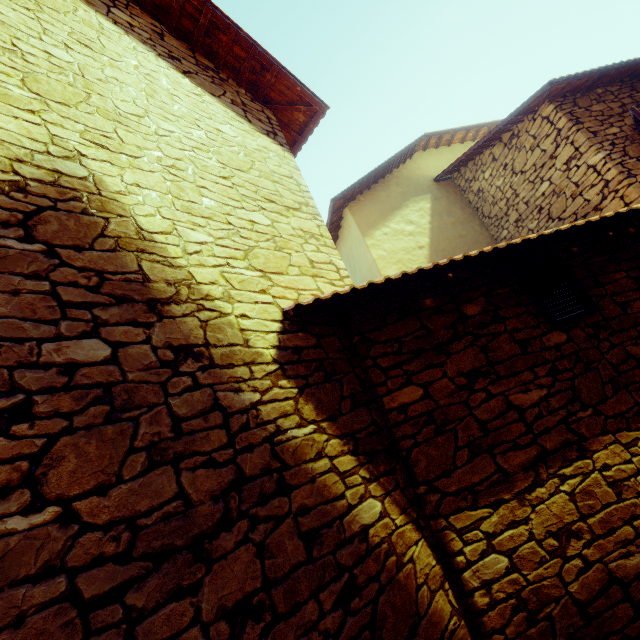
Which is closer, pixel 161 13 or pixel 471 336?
pixel 471 336

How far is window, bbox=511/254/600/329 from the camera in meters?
3.1

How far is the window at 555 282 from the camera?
3.06m
